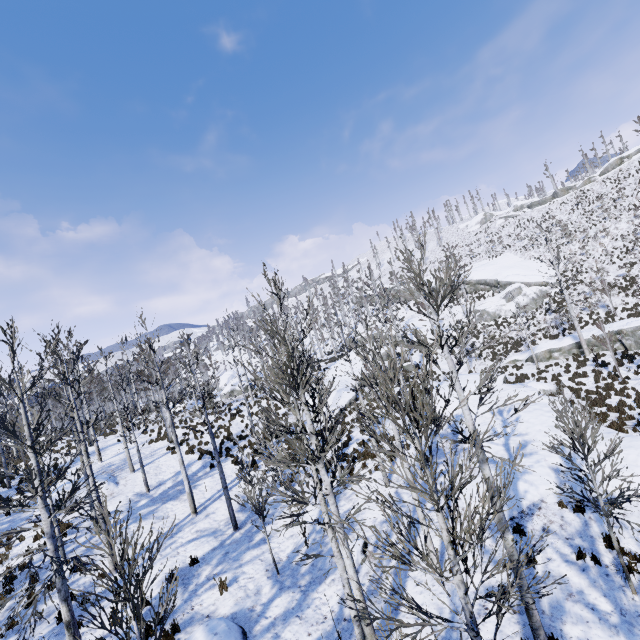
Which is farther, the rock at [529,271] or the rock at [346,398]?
the rock at [529,271]

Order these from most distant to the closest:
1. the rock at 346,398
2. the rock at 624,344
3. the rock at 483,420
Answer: the rock at 346,398, the rock at 624,344, the rock at 483,420

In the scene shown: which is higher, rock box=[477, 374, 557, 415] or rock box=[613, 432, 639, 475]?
rock box=[477, 374, 557, 415]

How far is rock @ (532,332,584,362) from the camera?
26.31m

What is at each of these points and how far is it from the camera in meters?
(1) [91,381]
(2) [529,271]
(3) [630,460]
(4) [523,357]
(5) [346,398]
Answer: (1) instancedfoliageactor, 26.4
(2) rock, 41.3
(3) rock, 11.3
(4) rock, 29.6
(5) rock, 26.3

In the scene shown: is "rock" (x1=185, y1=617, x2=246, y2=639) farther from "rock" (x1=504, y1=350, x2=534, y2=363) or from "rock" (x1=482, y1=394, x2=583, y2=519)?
"rock" (x1=504, y1=350, x2=534, y2=363)

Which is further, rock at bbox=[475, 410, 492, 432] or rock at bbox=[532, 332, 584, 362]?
rock at bbox=[532, 332, 584, 362]
